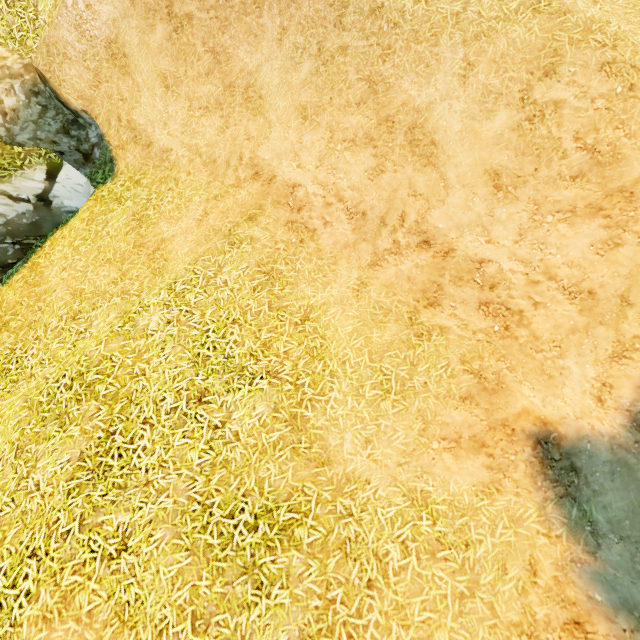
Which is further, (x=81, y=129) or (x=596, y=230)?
(x=81, y=129)
